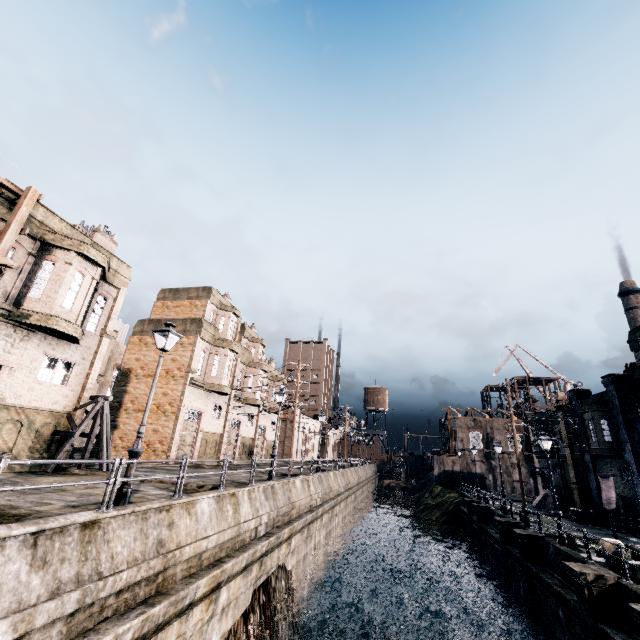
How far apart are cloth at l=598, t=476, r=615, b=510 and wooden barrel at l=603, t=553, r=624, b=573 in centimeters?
1596cm

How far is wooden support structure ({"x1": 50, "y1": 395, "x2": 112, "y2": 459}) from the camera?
16.56m

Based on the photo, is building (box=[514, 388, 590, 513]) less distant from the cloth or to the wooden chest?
the wooden chest

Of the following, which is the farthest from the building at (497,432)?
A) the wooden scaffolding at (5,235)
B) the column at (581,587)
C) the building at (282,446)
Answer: the wooden scaffolding at (5,235)

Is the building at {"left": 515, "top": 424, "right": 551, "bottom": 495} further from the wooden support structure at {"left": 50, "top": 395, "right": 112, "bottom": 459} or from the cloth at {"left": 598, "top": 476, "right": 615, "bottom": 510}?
the wooden support structure at {"left": 50, "top": 395, "right": 112, "bottom": 459}

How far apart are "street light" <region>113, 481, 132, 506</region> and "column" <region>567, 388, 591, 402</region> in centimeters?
3615cm

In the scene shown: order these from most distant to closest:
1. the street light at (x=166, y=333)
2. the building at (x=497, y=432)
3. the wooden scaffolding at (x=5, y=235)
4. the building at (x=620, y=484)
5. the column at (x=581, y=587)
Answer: the building at (x=497, y=432), the building at (x=620, y=484), the wooden scaffolding at (x=5, y=235), the column at (x=581, y=587), the street light at (x=166, y=333)

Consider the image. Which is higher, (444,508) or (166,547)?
(166,547)
